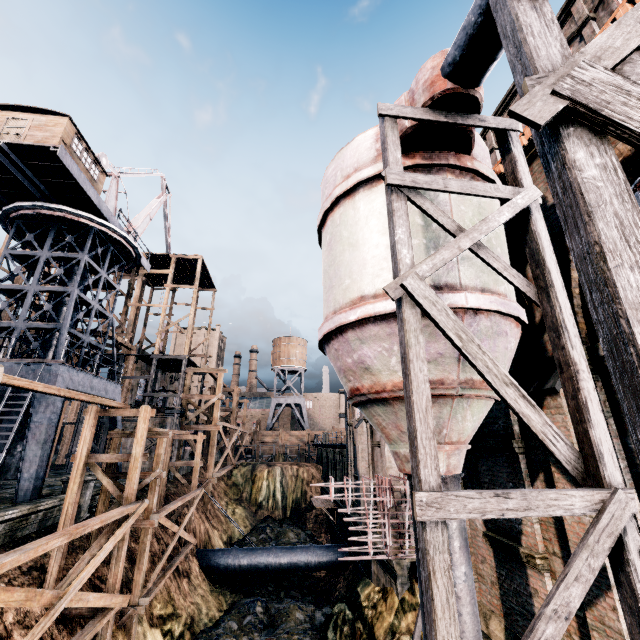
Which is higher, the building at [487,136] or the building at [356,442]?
the building at [487,136]

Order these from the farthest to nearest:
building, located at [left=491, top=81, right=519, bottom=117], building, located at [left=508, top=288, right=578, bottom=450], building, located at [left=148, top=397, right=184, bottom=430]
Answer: building, located at [left=148, top=397, right=184, bottom=430] < building, located at [left=491, top=81, right=519, bottom=117] < building, located at [left=508, top=288, right=578, bottom=450]

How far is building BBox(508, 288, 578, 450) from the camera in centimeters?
641cm

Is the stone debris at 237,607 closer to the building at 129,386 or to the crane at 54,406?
the building at 129,386

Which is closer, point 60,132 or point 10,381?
point 10,381

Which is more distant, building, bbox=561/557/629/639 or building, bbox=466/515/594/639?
building, bbox=466/515/594/639

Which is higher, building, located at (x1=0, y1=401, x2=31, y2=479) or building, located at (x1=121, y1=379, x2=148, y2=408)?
building, located at (x1=121, y1=379, x2=148, y2=408)

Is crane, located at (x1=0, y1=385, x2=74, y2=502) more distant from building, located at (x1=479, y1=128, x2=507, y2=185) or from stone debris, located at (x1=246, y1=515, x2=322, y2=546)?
stone debris, located at (x1=246, y1=515, x2=322, y2=546)
